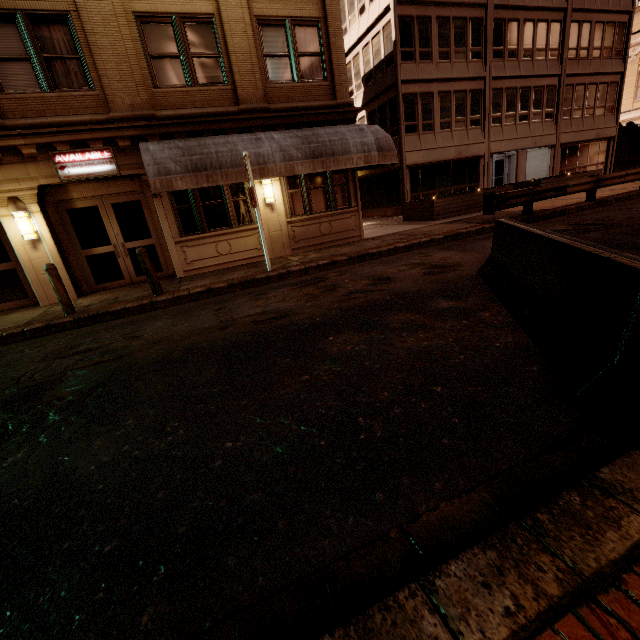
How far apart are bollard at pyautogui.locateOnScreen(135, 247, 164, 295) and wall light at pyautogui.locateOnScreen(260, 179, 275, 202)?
4.6m

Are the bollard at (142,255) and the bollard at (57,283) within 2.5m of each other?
yes

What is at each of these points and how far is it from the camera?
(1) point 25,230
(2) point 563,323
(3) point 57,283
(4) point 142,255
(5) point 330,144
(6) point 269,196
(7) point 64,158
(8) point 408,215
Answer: (1) wall light, 8.87m
(2) barrier, 2.95m
(3) bollard, 7.43m
(4) bollard, 7.89m
(5) awning, 10.05m
(6) wall light, 10.94m
(7) sign, 8.81m
(8) planter, 16.97m

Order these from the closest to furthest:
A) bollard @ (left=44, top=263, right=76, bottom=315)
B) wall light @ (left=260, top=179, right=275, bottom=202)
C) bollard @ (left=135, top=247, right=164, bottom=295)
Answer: bollard @ (left=44, top=263, right=76, bottom=315) < bollard @ (left=135, top=247, right=164, bottom=295) < wall light @ (left=260, top=179, right=275, bottom=202)

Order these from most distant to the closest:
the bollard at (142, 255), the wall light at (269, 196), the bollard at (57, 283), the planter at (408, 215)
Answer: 1. the planter at (408, 215)
2. the wall light at (269, 196)
3. the bollard at (142, 255)
4. the bollard at (57, 283)

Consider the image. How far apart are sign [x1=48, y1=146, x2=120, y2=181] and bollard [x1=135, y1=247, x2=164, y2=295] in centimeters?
316cm

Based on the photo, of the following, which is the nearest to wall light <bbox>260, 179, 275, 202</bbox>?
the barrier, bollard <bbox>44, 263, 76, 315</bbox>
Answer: bollard <bbox>44, 263, 76, 315</bbox>

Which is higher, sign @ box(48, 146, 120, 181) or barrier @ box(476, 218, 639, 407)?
sign @ box(48, 146, 120, 181)
